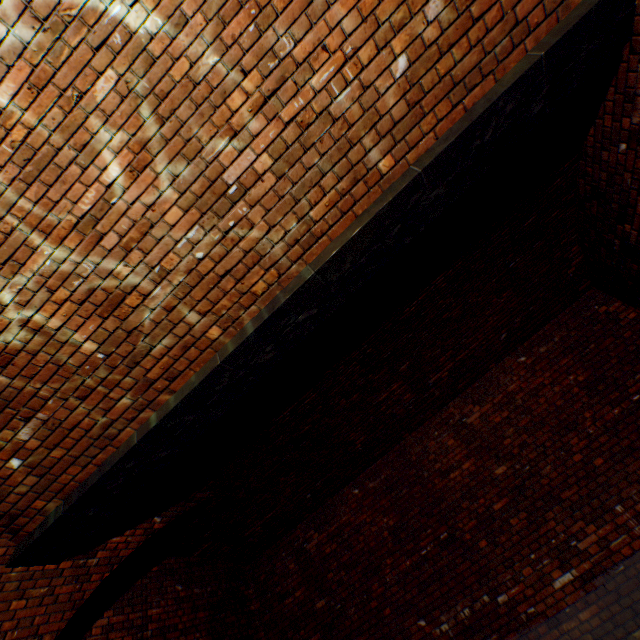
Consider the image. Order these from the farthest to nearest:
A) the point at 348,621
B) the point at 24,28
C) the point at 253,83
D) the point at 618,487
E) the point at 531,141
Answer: the point at 348,621
the point at 618,487
the point at 531,141
the point at 253,83
the point at 24,28
